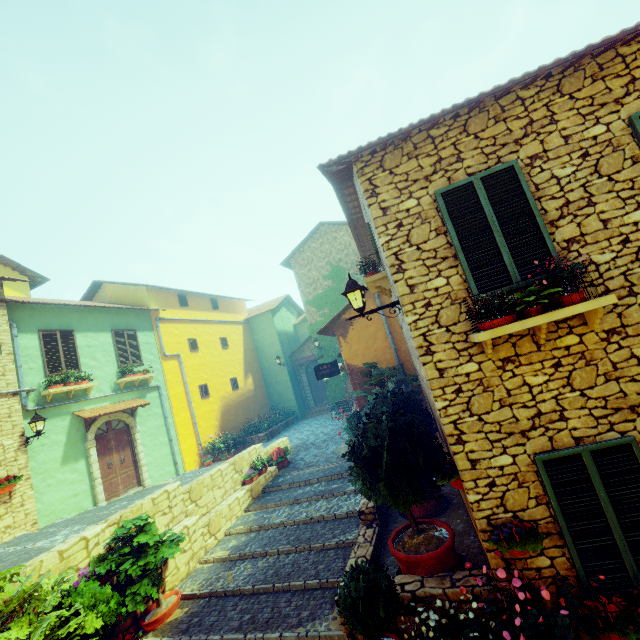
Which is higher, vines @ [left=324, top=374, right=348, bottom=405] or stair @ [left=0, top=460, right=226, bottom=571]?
vines @ [left=324, top=374, right=348, bottom=405]

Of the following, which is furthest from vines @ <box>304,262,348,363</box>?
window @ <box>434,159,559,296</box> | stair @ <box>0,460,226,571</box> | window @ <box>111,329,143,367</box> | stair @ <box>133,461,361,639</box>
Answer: window @ <box>434,159,559,296</box>

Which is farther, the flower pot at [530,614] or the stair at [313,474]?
the stair at [313,474]

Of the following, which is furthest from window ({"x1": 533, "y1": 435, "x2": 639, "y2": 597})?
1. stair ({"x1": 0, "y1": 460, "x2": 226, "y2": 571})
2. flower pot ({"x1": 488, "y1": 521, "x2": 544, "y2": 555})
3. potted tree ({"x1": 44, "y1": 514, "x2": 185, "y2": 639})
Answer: stair ({"x1": 0, "y1": 460, "x2": 226, "y2": 571})

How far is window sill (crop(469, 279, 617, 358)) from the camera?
3.7m

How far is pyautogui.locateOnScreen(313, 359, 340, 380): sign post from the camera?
12.30m

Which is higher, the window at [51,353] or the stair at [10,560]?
the window at [51,353]

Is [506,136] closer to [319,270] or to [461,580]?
[461,580]
